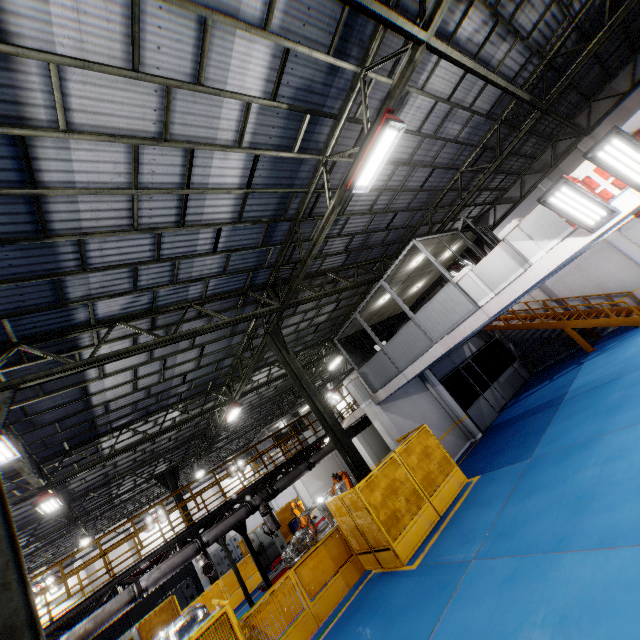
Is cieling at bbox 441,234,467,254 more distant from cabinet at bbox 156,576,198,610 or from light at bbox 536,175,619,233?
cabinet at bbox 156,576,198,610

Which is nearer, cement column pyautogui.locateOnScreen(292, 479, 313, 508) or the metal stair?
the metal stair

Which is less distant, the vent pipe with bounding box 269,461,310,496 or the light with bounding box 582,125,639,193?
the light with bounding box 582,125,639,193

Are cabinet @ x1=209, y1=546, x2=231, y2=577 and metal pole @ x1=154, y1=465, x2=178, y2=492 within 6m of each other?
no

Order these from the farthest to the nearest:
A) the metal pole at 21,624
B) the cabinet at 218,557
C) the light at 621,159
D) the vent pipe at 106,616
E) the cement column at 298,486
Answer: the cabinet at 218,557 < the cement column at 298,486 < the vent pipe at 106,616 < the light at 621,159 < the metal pole at 21,624

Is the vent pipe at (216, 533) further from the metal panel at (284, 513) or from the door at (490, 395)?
the door at (490, 395)

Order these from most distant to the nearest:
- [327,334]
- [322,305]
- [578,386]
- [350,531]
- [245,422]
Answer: [245,422] < [327,334] < [322,305] < [578,386] < [350,531]

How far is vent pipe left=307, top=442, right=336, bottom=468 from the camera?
14.4m
